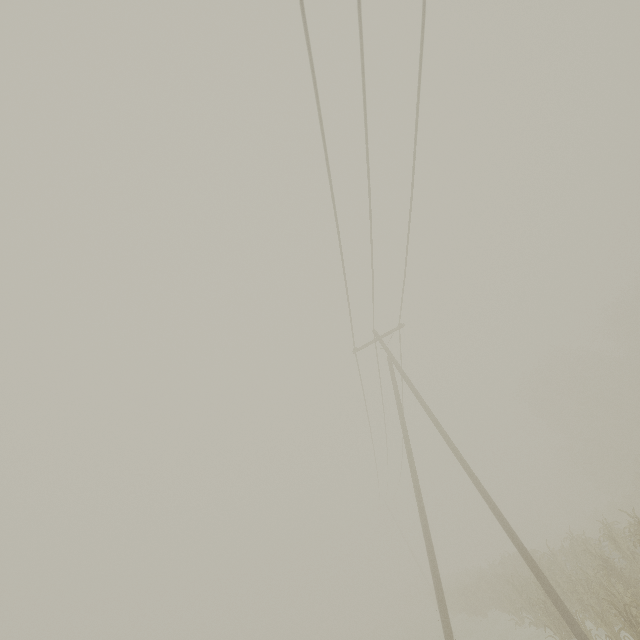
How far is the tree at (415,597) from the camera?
36.12m

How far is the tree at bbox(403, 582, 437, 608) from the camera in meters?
36.1 m

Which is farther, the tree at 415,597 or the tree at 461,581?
the tree at 415,597

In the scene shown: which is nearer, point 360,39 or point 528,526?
point 360,39

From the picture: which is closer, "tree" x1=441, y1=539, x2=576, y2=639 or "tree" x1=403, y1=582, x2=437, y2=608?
"tree" x1=441, y1=539, x2=576, y2=639
